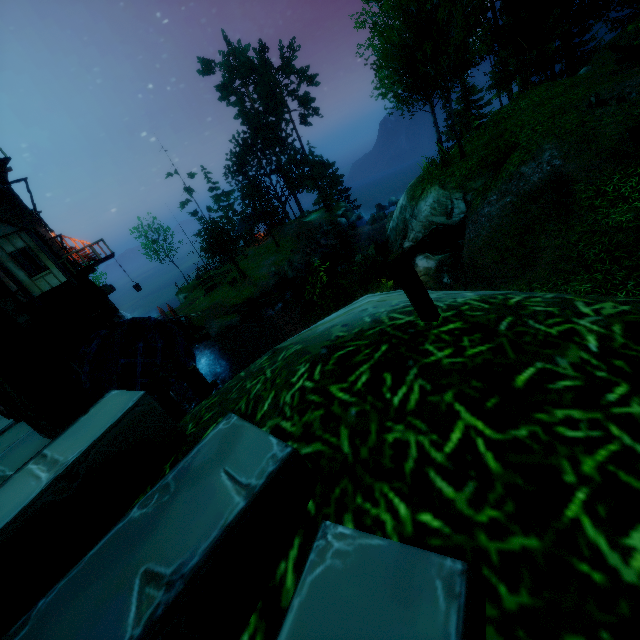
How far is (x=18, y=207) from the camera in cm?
1739

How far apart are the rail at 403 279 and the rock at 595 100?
14.6 meters

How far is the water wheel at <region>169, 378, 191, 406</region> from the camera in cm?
1981

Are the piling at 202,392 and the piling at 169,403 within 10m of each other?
yes

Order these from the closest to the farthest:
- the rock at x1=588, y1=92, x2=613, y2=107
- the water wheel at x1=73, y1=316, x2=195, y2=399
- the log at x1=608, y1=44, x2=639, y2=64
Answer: the rock at x1=588, y1=92, x2=613, y2=107 < the log at x1=608, y1=44, x2=639, y2=64 < the water wheel at x1=73, y1=316, x2=195, y2=399

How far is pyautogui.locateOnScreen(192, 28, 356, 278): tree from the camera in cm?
3997

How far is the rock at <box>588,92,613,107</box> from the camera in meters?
11.0

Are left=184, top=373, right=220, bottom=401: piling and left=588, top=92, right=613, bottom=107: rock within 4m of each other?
no
